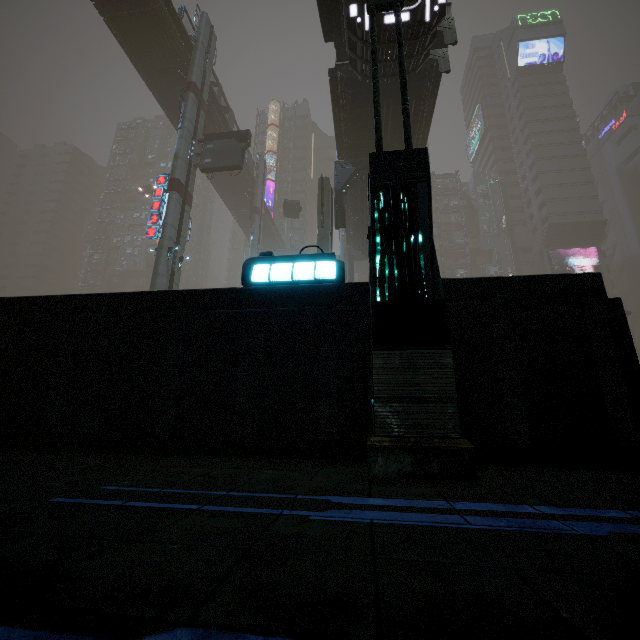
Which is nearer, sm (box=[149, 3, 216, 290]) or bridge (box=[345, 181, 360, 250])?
sm (box=[149, 3, 216, 290])

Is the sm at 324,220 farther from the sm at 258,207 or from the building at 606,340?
the sm at 258,207

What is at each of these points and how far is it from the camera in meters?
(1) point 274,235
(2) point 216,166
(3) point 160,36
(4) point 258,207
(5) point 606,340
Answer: (1) bridge, 53.4 m
(2) sign, 23.7 m
(3) bridge, 25.3 m
(4) sm, 39.4 m
(5) building, 3.2 m

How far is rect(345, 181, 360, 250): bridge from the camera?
24.8m

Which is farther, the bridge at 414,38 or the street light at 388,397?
the bridge at 414,38

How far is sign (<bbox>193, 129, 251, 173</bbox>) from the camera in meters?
23.7 m

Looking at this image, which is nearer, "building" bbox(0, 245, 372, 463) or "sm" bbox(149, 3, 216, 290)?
"building" bbox(0, 245, 372, 463)

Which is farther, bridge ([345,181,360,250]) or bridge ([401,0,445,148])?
bridge ([345,181,360,250])
